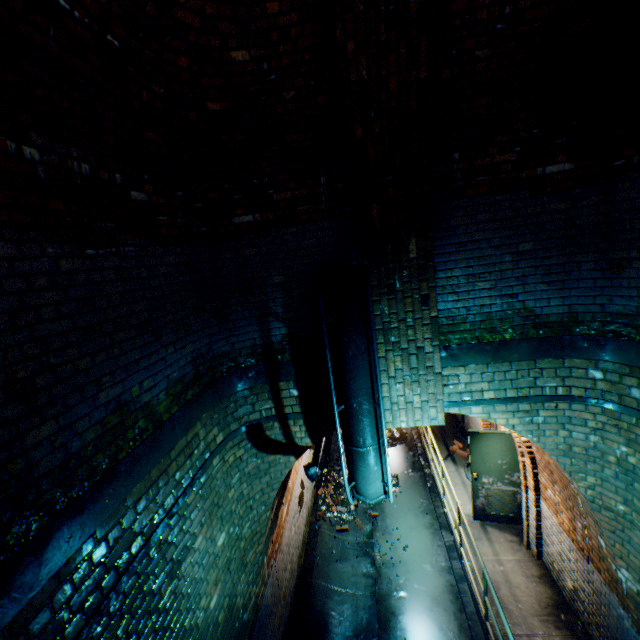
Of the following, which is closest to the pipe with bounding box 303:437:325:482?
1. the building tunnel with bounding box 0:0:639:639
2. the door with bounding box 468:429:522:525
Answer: the building tunnel with bounding box 0:0:639:639

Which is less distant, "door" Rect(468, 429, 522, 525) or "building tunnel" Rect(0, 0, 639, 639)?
"building tunnel" Rect(0, 0, 639, 639)

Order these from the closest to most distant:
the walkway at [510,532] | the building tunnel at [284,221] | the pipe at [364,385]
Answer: the building tunnel at [284,221], the pipe at [364,385], the walkway at [510,532]

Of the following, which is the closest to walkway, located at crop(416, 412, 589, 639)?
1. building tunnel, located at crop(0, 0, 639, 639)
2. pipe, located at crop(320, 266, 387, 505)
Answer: building tunnel, located at crop(0, 0, 639, 639)

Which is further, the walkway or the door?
the door

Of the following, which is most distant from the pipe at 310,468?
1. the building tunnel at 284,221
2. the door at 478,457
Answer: the door at 478,457

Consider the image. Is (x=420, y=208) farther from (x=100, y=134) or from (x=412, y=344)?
(x=100, y=134)

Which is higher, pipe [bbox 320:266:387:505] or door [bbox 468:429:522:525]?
pipe [bbox 320:266:387:505]
